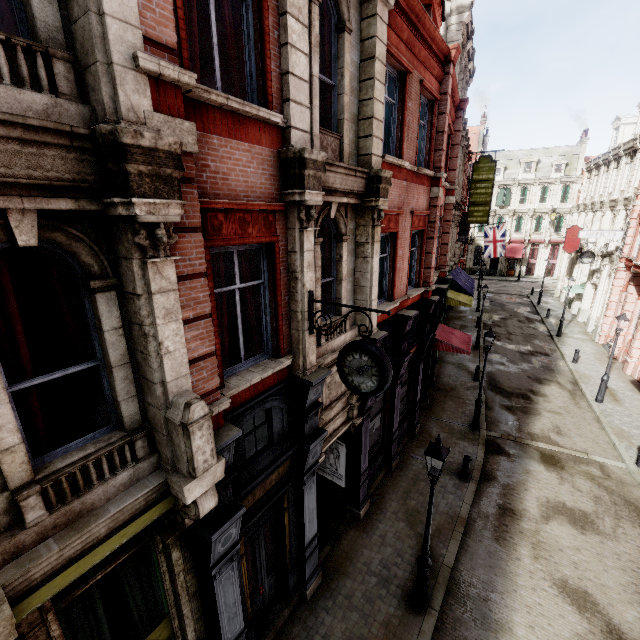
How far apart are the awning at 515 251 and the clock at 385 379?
50.73m

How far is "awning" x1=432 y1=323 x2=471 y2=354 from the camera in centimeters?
1517cm

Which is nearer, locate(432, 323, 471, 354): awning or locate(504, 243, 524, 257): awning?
locate(432, 323, 471, 354): awning

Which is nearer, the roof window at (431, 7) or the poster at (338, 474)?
the poster at (338, 474)

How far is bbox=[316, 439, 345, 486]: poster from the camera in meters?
10.2 m

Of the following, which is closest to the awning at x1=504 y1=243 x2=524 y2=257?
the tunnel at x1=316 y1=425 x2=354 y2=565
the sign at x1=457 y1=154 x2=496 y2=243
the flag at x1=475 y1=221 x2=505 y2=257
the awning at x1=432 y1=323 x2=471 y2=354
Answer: the flag at x1=475 y1=221 x2=505 y2=257

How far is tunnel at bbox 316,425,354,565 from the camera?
9.4m

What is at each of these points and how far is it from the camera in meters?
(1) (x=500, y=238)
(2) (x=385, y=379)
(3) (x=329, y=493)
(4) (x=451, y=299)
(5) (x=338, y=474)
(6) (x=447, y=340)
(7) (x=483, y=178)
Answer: (1) flag, 30.6
(2) clock, 5.4
(3) tunnel, 11.0
(4) awning, 22.3
(5) poster, 10.5
(6) awning, 15.6
(7) sign, 22.0
